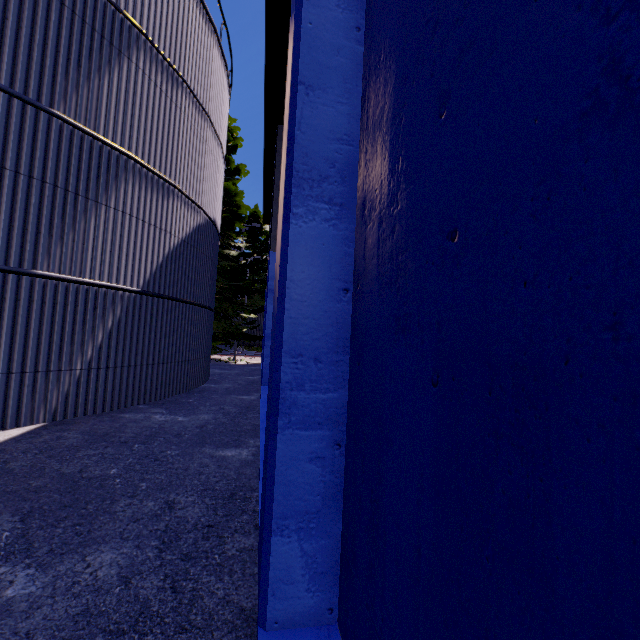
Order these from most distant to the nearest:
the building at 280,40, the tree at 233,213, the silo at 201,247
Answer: the tree at 233,213 < the silo at 201,247 < the building at 280,40

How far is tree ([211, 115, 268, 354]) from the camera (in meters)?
18.52

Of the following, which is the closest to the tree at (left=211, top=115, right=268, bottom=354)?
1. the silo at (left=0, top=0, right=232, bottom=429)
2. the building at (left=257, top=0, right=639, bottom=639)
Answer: the silo at (left=0, top=0, right=232, bottom=429)

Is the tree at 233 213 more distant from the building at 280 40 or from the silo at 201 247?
the building at 280 40

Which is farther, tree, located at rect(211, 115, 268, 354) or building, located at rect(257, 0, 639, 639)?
tree, located at rect(211, 115, 268, 354)

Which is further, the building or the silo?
the silo

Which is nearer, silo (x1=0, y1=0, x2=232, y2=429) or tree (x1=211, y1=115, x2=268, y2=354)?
silo (x1=0, y1=0, x2=232, y2=429)

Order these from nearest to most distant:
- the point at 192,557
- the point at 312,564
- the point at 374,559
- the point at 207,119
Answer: the point at 374,559 → the point at 312,564 → the point at 192,557 → the point at 207,119
